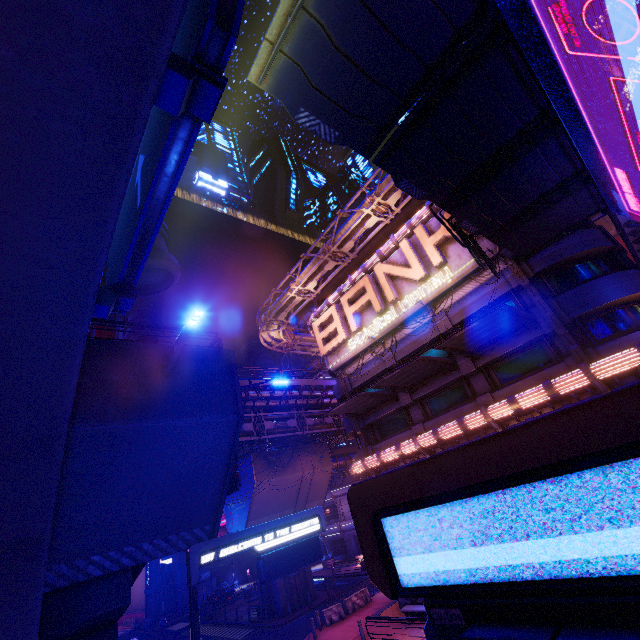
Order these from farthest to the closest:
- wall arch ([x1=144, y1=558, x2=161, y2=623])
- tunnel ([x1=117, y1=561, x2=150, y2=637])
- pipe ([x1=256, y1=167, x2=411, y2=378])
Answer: tunnel ([x1=117, y1=561, x2=150, y2=637])
wall arch ([x1=144, y1=558, x2=161, y2=623])
pipe ([x1=256, y1=167, x2=411, y2=378])

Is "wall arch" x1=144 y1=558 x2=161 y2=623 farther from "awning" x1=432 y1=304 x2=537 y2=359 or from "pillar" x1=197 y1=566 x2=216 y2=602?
"awning" x1=432 y1=304 x2=537 y2=359

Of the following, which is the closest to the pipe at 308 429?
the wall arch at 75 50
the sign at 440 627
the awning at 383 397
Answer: the awning at 383 397

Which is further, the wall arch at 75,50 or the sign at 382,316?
the sign at 382,316

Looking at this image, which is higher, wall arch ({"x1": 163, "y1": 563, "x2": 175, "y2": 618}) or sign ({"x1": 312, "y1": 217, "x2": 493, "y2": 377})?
sign ({"x1": 312, "y1": 217, "x2": 493, "y2": 377})

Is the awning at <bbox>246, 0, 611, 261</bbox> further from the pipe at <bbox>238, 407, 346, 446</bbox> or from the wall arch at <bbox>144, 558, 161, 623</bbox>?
the wall arch at <bbox>144, 558, 161, 623</bbox>

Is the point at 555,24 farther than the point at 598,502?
Yes

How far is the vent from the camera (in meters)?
12.53
